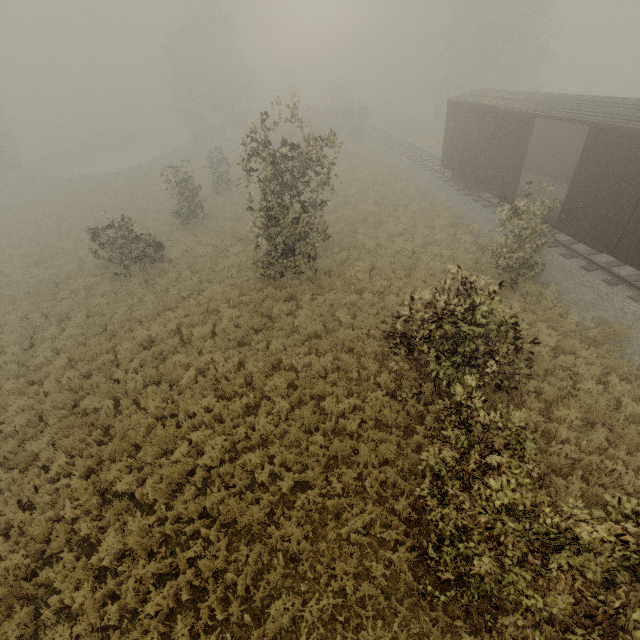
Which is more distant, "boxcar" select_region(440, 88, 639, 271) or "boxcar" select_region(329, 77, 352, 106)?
"boxcar" select_region(329, 77, 352, 106)

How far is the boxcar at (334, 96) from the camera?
56.06m

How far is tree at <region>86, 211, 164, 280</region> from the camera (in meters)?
15.55

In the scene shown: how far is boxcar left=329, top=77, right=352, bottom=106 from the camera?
56.06m

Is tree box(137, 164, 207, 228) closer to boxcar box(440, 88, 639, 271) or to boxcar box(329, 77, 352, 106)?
boxcar box(440, 88, 639, 271)

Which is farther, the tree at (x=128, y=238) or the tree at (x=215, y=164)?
the tree at (x=215, y=164)

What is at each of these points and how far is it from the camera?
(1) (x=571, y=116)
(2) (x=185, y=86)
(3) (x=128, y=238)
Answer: (1) boxcar, 11.1m
(2) tree, 39.2m
(3) tree, 16.4m
